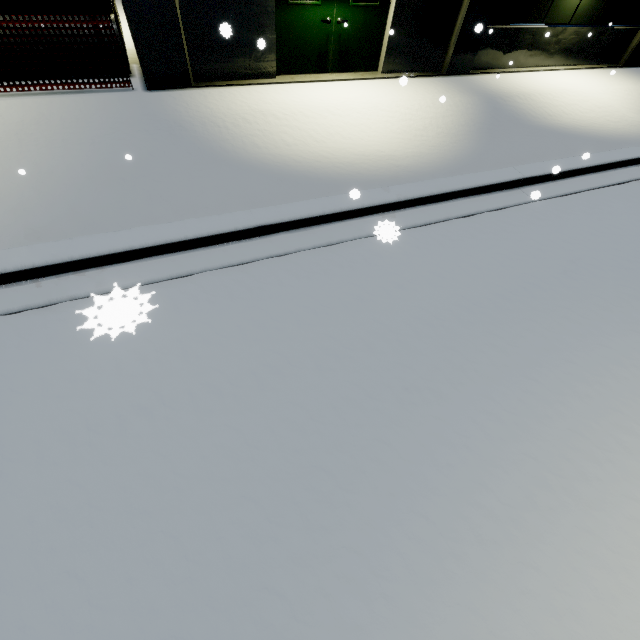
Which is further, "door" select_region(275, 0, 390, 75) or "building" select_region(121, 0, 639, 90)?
"door" select_region(275, 0, 390, 75)

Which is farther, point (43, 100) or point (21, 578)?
point (43, 100)

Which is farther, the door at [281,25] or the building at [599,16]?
the door at [281,25]
